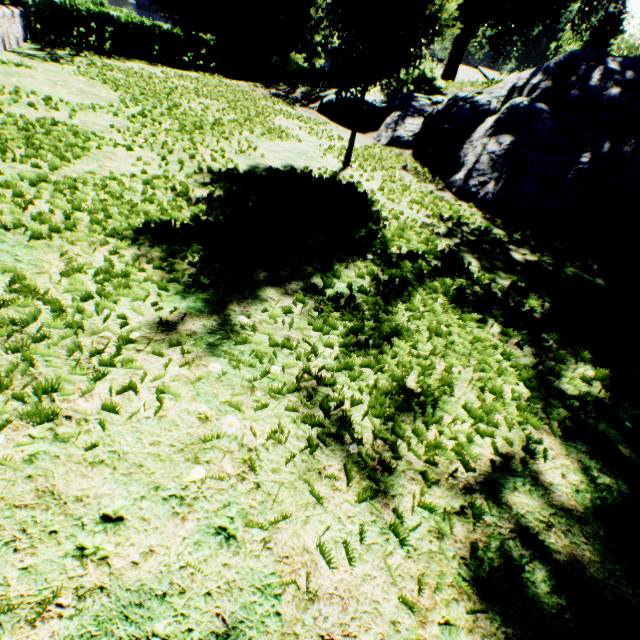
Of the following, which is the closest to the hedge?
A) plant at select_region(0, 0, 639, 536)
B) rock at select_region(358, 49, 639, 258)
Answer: → rock at select_region(358, 49, 639, 258)

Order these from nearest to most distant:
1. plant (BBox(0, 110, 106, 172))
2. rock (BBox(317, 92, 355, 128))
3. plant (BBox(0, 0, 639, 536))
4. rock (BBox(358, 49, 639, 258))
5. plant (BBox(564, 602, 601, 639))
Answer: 1. plant (BBox(564, 602, 601, 639))
2. plant (BBox(0, 0, 639, 536))
3. plant (BBox(0, 110, 106, 172))
4. rock (BBox(358, 49, 639, 258))
5. rock (BBox(317, 92, 355, 128))

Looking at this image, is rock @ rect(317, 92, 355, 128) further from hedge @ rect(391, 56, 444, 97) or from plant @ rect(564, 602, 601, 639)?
plant @ rect(564, 602, 601, 639)

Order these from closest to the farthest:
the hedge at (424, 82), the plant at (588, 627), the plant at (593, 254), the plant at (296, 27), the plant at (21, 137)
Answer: the plant at (588, 627), the plant at (296, 27), the plant at (21, 137), the plant at (593, 254), the hedge at (424, 82)

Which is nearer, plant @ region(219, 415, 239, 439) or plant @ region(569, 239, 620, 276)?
plant @ region(219, 415, 239, 439)

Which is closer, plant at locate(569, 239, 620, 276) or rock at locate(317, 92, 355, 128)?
plant at locate(569, 239, 620, 276)

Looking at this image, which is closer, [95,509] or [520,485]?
[95,509]

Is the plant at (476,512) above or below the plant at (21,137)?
below
